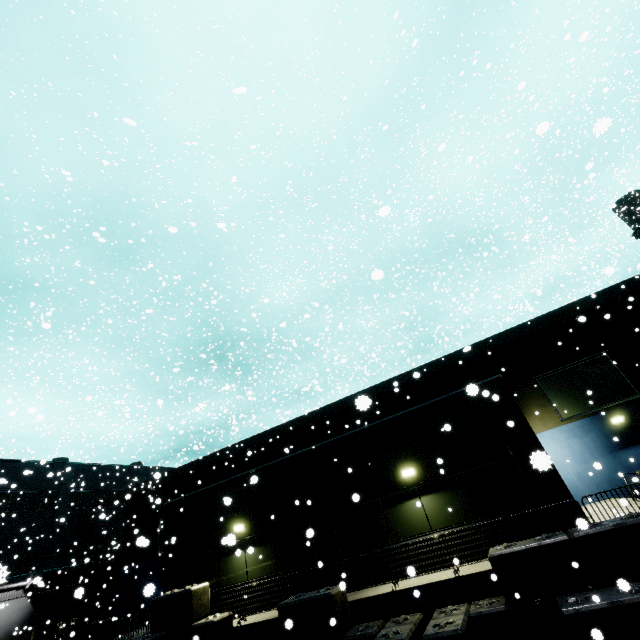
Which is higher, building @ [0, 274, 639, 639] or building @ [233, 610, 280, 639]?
building @ [0, 274, 639, 639]

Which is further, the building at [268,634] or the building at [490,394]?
the building at [490,394]

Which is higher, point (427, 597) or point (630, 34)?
point (630, 34)

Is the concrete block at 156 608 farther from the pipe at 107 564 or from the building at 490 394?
the pipe at 107 564

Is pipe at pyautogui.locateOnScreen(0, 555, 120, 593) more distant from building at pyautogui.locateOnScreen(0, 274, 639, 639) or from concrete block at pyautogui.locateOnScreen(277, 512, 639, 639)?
concrete block at pyautogui.locateOnScreen(277, 512, 639, 639)

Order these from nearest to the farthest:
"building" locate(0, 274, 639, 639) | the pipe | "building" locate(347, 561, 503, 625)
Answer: "building" locate(347, 561, 503, 625) < "building" locate(0, 274, 639, 639) < the pipe

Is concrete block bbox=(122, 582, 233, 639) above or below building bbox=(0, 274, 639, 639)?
below
